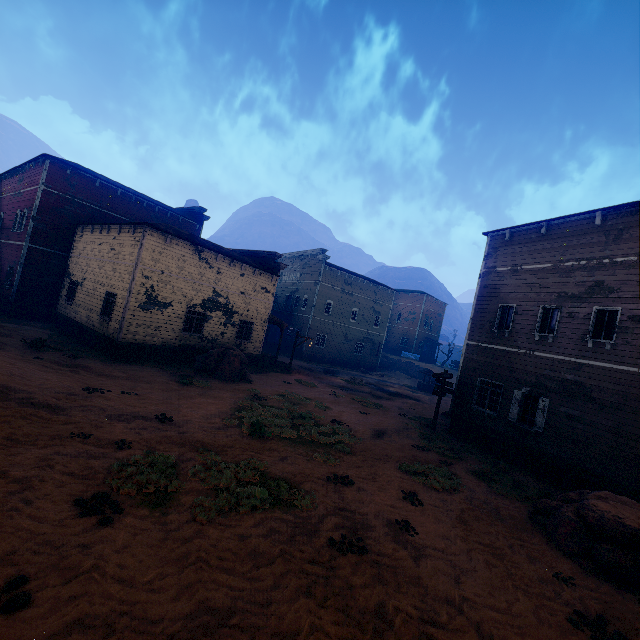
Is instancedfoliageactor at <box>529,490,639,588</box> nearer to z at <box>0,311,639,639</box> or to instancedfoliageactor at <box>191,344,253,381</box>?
z at <box>0,311,639,639</box>

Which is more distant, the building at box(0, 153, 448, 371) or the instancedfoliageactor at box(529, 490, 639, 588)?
the building at box(0, 153, 448, 371)

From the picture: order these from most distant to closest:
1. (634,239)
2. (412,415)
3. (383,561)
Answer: (412,415)
(634,239)
(383,561)

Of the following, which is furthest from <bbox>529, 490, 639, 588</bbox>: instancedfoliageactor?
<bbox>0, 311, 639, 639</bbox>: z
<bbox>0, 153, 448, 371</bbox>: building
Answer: <bbox>0, 153, 448, 371</bbox>: building

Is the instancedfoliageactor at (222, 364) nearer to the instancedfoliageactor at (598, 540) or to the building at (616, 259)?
the building at (616, 259)

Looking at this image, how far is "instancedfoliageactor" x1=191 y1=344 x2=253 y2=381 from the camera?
17.9m

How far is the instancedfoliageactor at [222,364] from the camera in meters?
17.9

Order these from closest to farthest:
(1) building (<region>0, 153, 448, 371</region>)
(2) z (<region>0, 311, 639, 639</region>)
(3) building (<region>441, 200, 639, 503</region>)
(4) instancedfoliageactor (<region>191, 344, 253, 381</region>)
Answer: (2) z (<region>0, 311, 639, 639</region>)
(3) building (<region>441, 200, 639, 503</region>)
(1) building (<region>0, 153, 448, 371</region>)
(4) instancedfoliageactor (<region>191, 344, 253, 381</region>)
